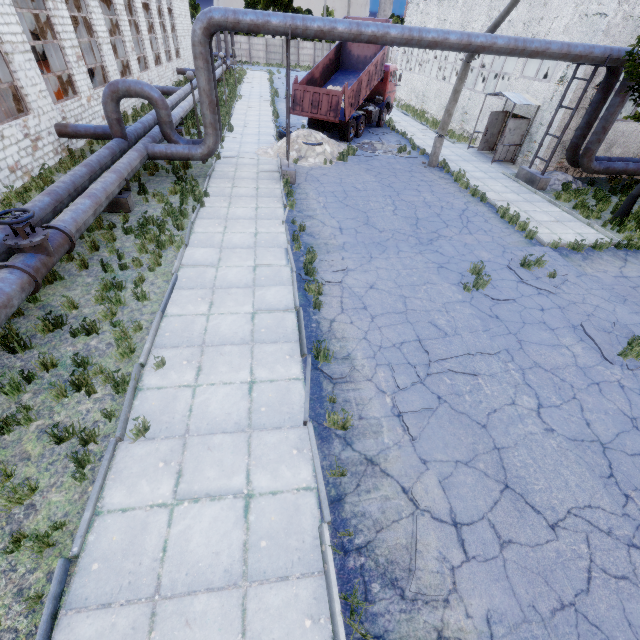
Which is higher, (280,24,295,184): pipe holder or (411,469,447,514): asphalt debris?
(280,24,295,184): pipe holder

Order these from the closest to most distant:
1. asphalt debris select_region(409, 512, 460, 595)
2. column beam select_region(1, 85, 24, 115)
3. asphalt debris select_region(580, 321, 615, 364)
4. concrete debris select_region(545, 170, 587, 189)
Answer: asphalt debris select_region(409, 512, 460, 595) < asphalt debris select_region(580, 321, 615, 364) < column beam select_region(1, 85, 24, 115) < concrete debris select_region(545, 170, 587, 189)

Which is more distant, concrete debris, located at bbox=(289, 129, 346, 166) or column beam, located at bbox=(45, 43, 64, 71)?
concrete debris, located at bbox=(289, 129, 346, 166)

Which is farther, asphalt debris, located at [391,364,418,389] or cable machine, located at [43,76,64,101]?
cable machine, located at [43,76,64,101]

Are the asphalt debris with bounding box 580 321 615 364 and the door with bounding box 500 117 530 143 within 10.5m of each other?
no

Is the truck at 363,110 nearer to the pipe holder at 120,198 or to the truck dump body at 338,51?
the truck dump body at 338,51

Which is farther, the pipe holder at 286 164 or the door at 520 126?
the door at 520 126

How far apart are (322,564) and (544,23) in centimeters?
2496cm
